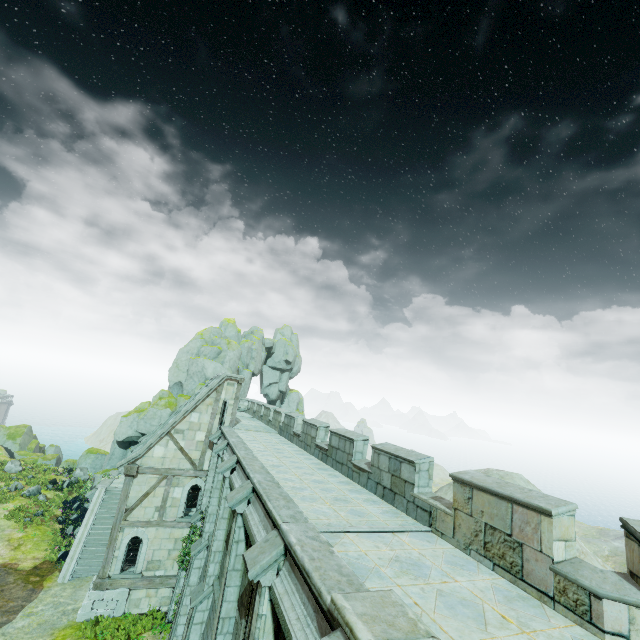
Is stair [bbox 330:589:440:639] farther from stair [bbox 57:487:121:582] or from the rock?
the rock

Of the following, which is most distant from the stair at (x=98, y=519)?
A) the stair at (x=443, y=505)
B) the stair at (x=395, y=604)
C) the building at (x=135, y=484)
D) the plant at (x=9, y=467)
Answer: the stair at (x=395, y=604)

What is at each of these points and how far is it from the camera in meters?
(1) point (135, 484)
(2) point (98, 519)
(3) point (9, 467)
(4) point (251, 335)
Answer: (1) building, 18.4 m
(2) stair, 22.8 m
(3) plant, 32.0 m
(4) rock, 46.9 m

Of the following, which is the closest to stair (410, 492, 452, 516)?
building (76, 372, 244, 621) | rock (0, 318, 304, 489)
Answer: building (76, 372, 244, 621)

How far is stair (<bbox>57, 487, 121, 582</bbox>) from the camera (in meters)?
20.02

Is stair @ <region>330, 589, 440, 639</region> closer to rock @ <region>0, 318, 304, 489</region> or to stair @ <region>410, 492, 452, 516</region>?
stair @ <region>410, 492, 452, 516</region>

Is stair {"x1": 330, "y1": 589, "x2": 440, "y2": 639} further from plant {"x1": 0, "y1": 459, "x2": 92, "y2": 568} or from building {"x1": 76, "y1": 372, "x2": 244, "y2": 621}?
plant {"x1": 0, "y1": 459, "x2": 92, "y2": 568}

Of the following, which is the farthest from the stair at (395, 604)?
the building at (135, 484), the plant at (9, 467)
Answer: the plant at (9, 467)
